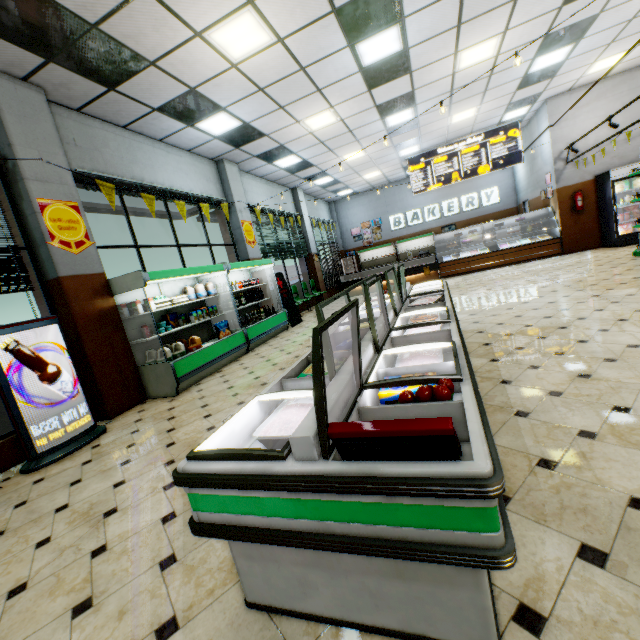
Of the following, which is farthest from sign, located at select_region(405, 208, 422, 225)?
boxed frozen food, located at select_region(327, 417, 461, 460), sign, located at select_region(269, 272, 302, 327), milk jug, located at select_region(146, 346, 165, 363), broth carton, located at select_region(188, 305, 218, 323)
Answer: boxed frozen food, located at select_region(327, 417, 461, 460)

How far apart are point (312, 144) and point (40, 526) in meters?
9.8

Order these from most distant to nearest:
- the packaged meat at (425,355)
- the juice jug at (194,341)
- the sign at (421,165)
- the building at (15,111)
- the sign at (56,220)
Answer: the sign at (421,165), the juice jug at (194,341), the sign at (56,220), the packaged meat at (425,355), the building at (15,111)

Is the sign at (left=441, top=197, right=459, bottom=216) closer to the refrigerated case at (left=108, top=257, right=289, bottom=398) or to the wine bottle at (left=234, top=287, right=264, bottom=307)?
the refrigerated case at (left=108, top=257, right=289, bottom=398)

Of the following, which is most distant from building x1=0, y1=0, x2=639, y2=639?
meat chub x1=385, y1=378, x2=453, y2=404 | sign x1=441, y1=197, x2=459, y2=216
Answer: meat chub x1=385, y1=378, x2=453, y2=404

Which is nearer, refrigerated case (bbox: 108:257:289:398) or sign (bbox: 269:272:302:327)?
refrigerated case (bbox: 108:257:289:398)

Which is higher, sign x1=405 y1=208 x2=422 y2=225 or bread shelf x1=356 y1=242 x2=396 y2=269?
sign x1=405 y1=208 x2=422 y2=225

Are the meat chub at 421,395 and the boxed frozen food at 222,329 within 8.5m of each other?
yes
